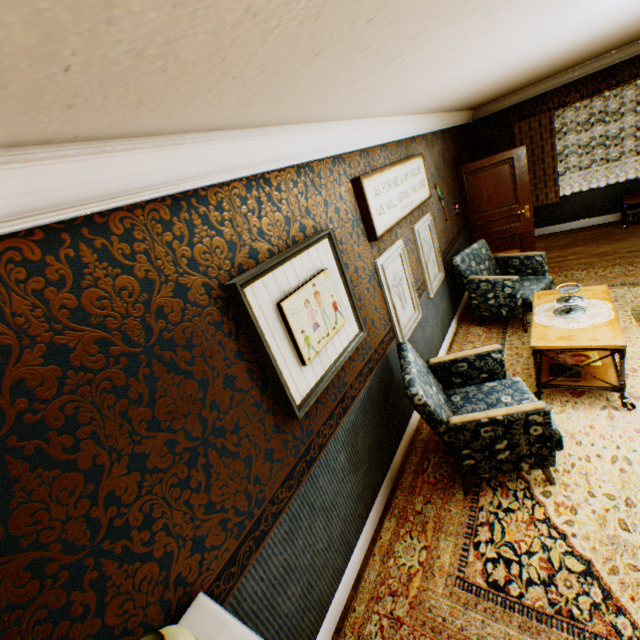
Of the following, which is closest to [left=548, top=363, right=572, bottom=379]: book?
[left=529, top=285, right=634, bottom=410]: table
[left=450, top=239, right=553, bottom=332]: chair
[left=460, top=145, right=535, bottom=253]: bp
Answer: [left=529, top=285, right=634, bottom=410]: table

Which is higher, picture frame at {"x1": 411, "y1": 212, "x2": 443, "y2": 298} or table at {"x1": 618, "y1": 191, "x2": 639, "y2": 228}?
picture frame at {"x1": 411, "y1": 212, "x2": 443, "y2": 298}

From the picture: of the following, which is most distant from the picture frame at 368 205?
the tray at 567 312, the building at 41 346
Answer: the tray at 567 312

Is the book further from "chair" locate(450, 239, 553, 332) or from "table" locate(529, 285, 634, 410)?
"chair" locate(450, 239, 553, 332)

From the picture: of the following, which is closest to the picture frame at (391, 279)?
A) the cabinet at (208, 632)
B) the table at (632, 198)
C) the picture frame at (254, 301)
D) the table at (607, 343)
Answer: the picture frame at (254, 301)

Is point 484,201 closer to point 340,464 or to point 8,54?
point 340,464

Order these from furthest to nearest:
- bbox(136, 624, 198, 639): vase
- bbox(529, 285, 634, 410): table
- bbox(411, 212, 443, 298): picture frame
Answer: bbox(411, 212, 443, 298): picture frame < bbox(529, 285, 634, 410): table < bbox(136, 624, 198, 639): vase

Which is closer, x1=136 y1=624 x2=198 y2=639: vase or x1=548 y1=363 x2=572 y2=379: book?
x1=136 y1=624 x2=198 y2=639: vase
